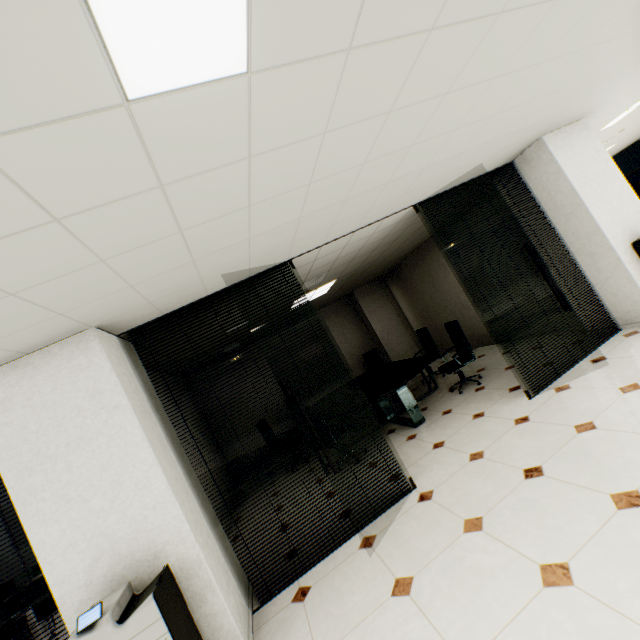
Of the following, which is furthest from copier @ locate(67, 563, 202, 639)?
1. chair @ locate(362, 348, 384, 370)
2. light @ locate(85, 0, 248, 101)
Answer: chair @ locate(362, 348, 384, 370)

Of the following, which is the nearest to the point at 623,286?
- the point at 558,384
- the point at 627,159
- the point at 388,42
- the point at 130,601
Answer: the point at 558,384

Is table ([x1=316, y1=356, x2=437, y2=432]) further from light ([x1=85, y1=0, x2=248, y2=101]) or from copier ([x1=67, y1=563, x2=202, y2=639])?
light ([x1=85, y1=0, x2=248, y2=101])

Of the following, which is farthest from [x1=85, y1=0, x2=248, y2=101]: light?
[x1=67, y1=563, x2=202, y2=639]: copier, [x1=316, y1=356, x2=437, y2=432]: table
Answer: [x1=316, y1=356, x2=437, y2=432]: table

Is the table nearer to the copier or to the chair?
the chair

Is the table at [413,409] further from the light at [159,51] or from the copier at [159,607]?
the light at [159,51]

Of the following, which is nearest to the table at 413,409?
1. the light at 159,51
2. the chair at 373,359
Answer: the chair at 373,359

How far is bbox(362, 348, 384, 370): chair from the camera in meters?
9.3 m
